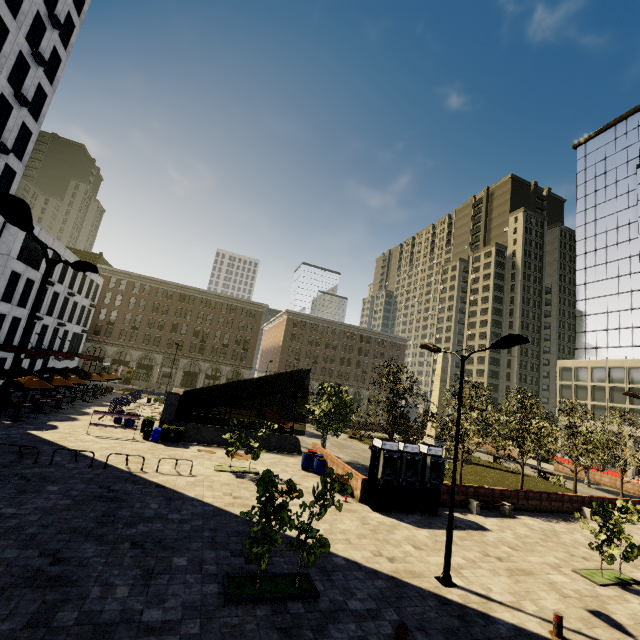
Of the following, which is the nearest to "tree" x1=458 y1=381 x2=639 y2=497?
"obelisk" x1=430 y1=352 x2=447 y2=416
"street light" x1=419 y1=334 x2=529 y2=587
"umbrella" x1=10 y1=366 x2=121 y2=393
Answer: "obelisk" x1=430 y1=352 x2=447 y2=416

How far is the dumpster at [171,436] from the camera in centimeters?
2148cm

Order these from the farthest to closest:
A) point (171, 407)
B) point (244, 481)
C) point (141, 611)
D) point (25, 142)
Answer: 1. point (25, 142)
2. point (171, 407)
3. point (244, 481)
4. point (141, 611)

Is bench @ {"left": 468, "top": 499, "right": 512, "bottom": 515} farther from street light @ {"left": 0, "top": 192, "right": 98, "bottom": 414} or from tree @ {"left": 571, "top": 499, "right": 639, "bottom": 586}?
street light @ {"left": 0, "top": 192, "right": 98, "bottom": 414}

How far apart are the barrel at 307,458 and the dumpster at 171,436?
9.0 meters

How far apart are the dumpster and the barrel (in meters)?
9.04

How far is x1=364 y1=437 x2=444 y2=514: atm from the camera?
15.9m

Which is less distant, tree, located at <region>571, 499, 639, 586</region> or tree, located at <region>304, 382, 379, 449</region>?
tree, located at <region>571, 499, 639, 586</region>
